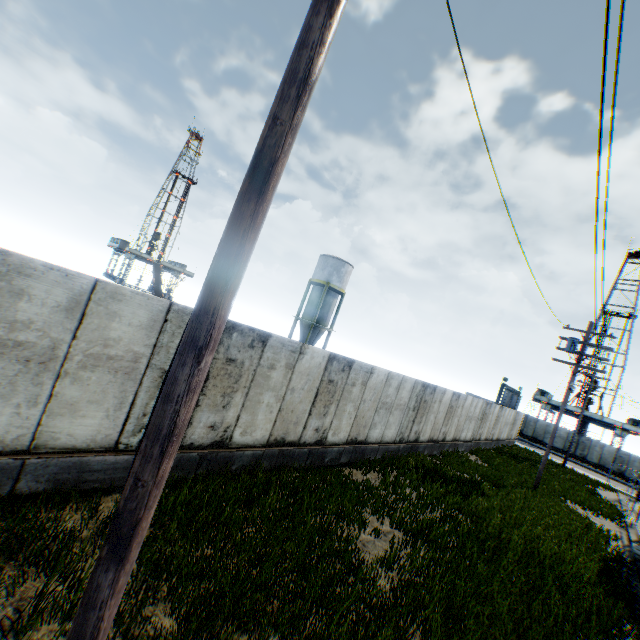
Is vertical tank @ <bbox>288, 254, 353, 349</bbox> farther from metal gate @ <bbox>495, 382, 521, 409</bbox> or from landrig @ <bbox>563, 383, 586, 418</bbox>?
landrig @ <bbox>563, 383, 586, 418</bbox>

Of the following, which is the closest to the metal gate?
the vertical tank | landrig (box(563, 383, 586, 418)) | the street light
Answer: landrig (box(563, 383, 586, 418))

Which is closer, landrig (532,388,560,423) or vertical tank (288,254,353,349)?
vertical tank (288,254,353,349)

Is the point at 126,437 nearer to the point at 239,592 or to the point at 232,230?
the point at 239,592

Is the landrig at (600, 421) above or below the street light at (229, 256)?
above

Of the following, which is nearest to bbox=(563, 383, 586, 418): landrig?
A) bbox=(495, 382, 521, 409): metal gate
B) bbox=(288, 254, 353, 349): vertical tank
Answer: bbox=(495, 382, 521, 409): metal gate

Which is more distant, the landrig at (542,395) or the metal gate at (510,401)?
the landrig at (542,395)

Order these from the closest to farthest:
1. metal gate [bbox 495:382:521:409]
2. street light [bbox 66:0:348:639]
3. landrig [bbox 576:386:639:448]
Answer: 1. street light [bbox 66:0:348:639]
2. metal gate [bbox 495:382:521:409]
3. landrig [bbox 576:386:639:448]
